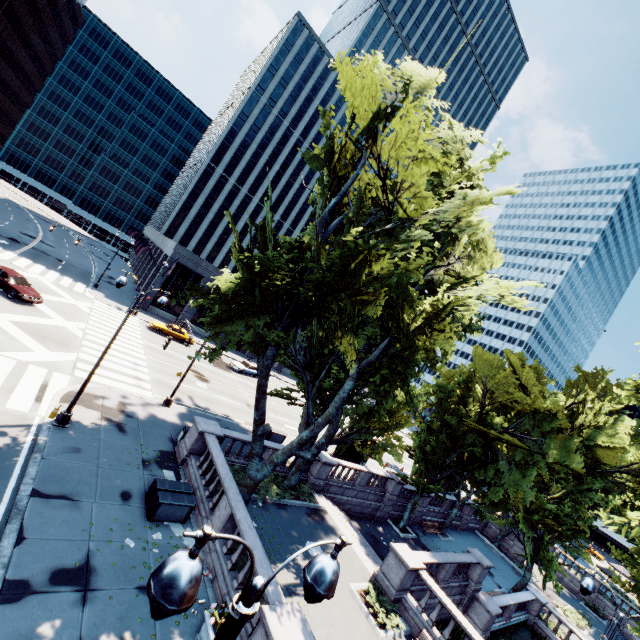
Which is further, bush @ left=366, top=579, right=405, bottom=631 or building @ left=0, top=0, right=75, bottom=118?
building @ left=0, top=0, right=75, bottom=118

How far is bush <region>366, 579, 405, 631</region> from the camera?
14.11m

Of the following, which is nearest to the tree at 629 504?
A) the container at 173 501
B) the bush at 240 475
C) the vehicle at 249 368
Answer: the bush at 240 475

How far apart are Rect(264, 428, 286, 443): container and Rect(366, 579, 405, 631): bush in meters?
12.0

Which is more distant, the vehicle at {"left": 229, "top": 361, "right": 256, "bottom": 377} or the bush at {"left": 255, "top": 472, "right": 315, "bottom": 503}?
the vehicle at {"left": 229, "top": 361, "right": 256, "bottom": 377}

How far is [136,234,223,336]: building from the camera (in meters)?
42.62

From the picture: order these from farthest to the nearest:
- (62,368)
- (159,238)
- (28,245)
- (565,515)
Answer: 1. (159,238)
2. (28,245)
3. (565,515)
4. (62,368)

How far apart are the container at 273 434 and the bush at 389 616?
12.0 meters
